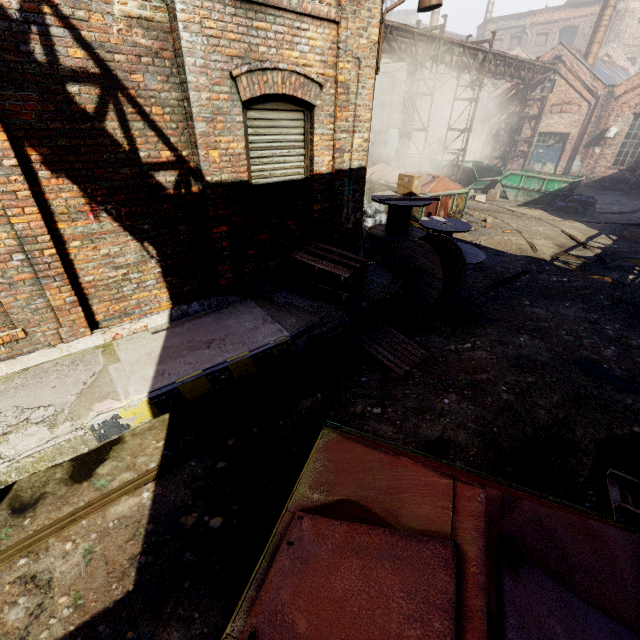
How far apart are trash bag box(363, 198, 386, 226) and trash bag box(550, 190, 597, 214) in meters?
8.6

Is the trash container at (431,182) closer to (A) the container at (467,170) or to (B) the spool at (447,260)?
(B) the spool at (447,260)

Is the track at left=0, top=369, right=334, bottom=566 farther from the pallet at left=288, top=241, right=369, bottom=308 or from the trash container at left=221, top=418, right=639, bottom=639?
the trash container at left=221, top=418, right=639, bottom=639

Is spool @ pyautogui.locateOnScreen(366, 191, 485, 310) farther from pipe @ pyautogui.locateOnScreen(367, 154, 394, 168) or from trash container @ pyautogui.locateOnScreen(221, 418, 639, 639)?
pipe @ pyautogui.locateOnScreen(367, 154, 394, 168)

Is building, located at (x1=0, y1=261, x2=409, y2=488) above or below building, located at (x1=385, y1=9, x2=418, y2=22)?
below

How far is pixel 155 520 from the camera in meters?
3.4 m

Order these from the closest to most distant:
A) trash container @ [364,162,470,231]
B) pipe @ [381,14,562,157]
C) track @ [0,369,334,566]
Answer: track @ [0,369,334,566] < trash container @ [364,162,470,231] < pipe @ [381,14,562,157]

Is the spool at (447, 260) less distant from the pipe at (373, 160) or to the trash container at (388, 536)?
the trash container at (388, 536)
